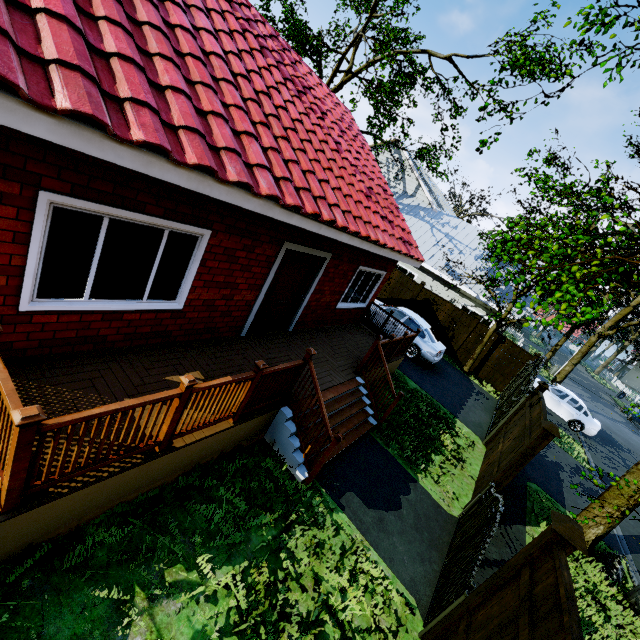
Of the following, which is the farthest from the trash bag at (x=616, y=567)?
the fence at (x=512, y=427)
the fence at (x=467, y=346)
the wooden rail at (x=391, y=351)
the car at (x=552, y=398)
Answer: the car at (x=552, y=398)

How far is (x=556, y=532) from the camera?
3.2m

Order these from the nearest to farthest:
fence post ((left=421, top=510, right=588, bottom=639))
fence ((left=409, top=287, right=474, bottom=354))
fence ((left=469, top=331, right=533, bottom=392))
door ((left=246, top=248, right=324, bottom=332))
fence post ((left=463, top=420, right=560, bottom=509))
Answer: fence post ((left=421, top=510, right=588, bottom=639)), fence post ((left=463, top=420, right=560, bottom=509)), door ((left=246, top=248, right=324, bottom=332)), fence ((left=469, top=331, right=533, bottom=392)), fence ((left=409, top=287, right=474, bottom=354))

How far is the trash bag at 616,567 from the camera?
7.14m

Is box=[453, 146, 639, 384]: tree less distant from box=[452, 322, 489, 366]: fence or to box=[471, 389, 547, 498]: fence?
box=[452, 322, 489, 366]: fence

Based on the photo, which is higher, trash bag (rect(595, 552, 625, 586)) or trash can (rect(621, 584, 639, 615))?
trash bag (rect(595, 552, 625, 586))

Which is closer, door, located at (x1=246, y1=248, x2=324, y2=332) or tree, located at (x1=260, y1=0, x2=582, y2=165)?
door, located at (x1=246, y1=248, x2=324, y2=332)

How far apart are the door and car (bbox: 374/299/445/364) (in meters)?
6.79
